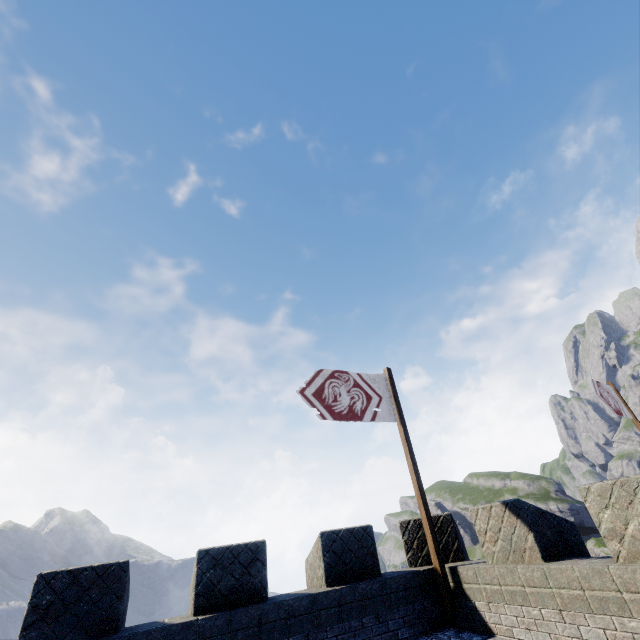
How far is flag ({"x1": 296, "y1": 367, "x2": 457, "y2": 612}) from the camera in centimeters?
697cm

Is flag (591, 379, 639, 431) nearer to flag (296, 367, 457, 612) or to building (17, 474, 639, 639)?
building (17, 474, 639, 639)

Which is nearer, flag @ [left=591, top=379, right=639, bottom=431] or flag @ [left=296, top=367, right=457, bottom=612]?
flag @ [left=296, top=367, right=457, bottom=612]

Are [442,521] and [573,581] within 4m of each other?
yes

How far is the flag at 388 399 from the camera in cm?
697

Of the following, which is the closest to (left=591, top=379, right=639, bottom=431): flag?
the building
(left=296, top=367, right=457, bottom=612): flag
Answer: the building

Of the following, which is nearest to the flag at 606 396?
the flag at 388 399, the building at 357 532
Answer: the building at 357 532
